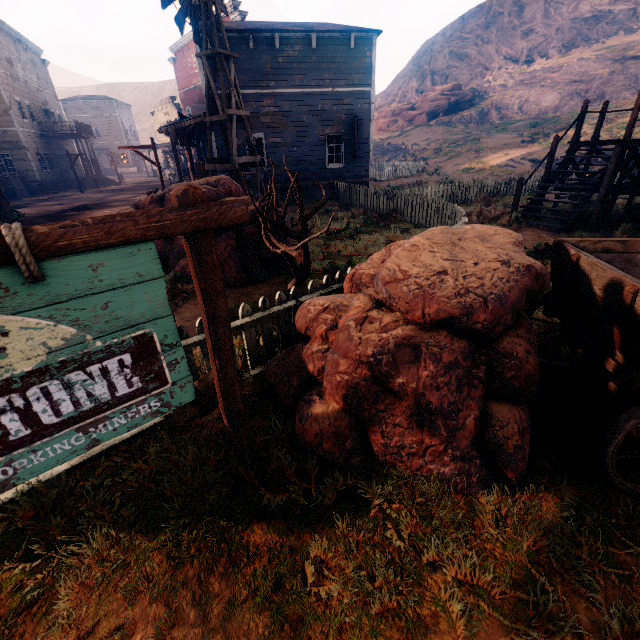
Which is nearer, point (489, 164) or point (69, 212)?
point (69, 212)

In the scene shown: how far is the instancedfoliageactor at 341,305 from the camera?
2.5m

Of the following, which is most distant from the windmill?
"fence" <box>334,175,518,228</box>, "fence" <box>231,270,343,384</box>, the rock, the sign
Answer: the rock

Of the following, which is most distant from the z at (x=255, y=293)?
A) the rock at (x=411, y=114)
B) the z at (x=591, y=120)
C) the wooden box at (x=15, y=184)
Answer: the z at (x=591, y=120)

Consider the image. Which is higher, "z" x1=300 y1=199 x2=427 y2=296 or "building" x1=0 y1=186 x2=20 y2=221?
"building" x1=0 y1=186 x2=20 y2=221

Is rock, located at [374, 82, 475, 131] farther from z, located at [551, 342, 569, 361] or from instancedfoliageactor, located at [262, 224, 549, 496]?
instancedfoliageactor, located at [262, 224, 549, 496]

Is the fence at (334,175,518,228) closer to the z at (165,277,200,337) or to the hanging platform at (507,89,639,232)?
the z at (165,277,200,337)

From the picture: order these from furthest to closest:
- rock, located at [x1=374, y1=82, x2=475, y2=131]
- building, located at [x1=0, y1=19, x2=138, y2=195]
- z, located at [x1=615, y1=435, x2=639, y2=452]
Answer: rock, located at [x1=374, y1=82, x2=475, y2=131] → building, located at [x1=0, y1=19, x2=138, y2=195] → z, located at [x1=615, y1=435, x2=639, y2=452]
